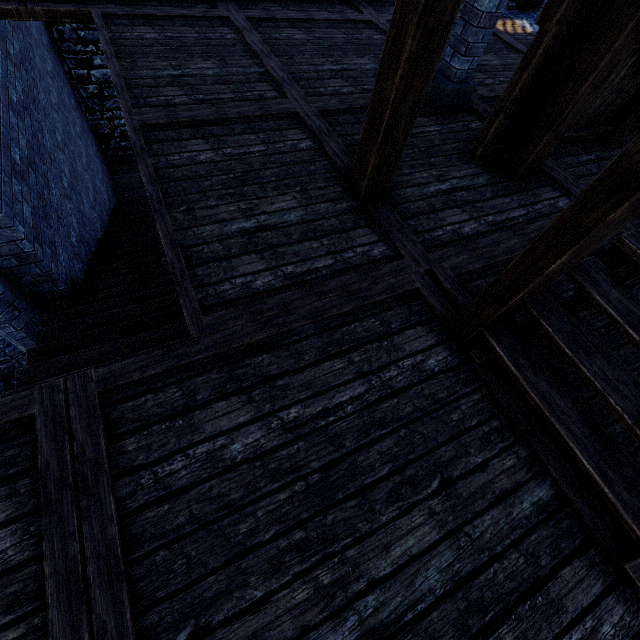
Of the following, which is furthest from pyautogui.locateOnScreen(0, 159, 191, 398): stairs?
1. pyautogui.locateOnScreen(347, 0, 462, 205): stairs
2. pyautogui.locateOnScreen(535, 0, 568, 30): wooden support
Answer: pyautogui.locateOnScreen(535, 0, 568, 30): wooden support

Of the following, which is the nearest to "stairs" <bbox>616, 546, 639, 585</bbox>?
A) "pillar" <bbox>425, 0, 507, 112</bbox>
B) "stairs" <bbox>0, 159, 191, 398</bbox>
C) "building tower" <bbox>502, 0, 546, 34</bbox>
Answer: "building tower" <bbox>502, 0, 546, 34</bbox>

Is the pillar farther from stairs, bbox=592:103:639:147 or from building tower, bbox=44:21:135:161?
building tower, bbox=44:21:135:161

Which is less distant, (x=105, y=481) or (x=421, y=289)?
(x=105, y=481)

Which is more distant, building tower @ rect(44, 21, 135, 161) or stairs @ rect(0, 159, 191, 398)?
building tower @ rect(44, 21, 135, 161)

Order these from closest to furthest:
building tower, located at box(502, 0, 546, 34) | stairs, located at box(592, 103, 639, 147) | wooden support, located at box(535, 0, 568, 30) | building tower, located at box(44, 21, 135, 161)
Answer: wooden support, located at box(535, 0, 568, 30)
stairs, located at box(592, 103, 639, 147)
building tower, located at box(502, 0, 546, 34)
building tower, located at box(44, 21, 135, 161)

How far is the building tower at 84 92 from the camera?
9.9 meters

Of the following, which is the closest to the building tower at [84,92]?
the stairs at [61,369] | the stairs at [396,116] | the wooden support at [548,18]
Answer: the stairs at [396,116]
